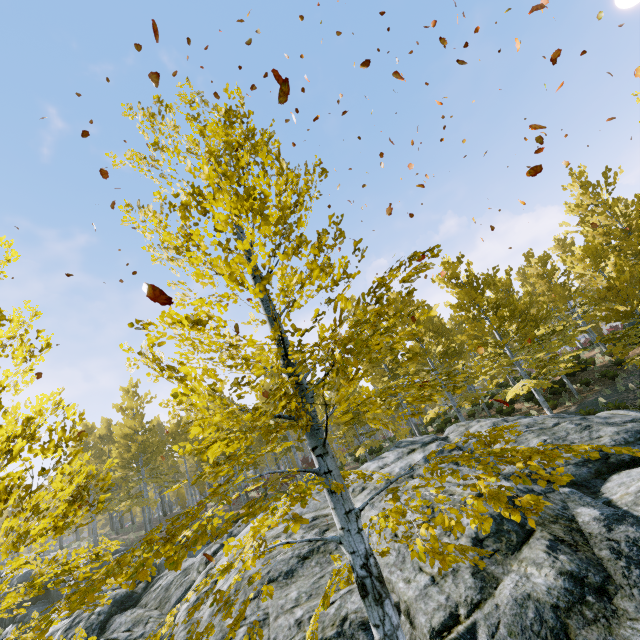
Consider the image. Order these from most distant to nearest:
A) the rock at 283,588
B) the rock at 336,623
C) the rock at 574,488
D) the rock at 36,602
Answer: the rock at 36,602, the rock at 283,588, the rock at 336,623, the rock at 574,488

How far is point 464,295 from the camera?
15.3m

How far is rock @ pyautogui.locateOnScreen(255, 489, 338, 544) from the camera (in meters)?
8.05

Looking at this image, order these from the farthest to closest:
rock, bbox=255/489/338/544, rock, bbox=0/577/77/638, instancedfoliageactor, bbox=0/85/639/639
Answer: rock, bbox=0/577/77/638 → rock, bbox=255/489/338/544 → instancedfoliageactor, bbox=0/85/639/639

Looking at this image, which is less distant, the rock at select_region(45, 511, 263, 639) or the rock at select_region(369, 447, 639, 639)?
the rock at select_region(369, 447, 639, 639)

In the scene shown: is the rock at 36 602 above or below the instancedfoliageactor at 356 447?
below
